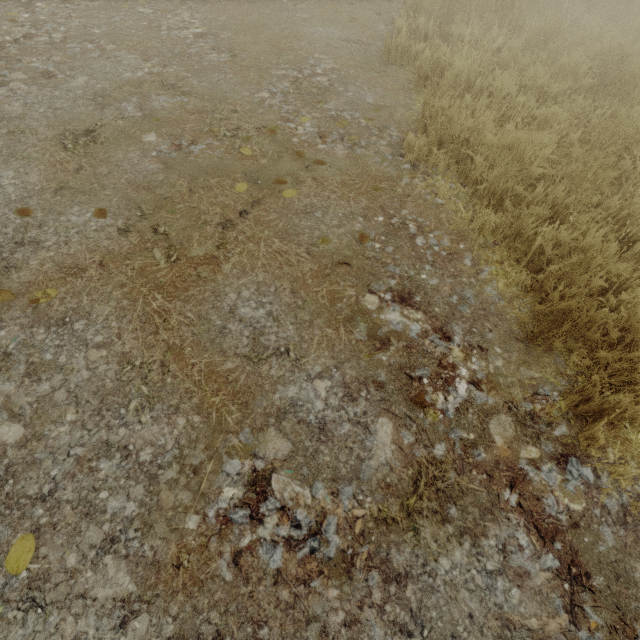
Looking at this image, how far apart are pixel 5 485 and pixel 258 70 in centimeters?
501cm
